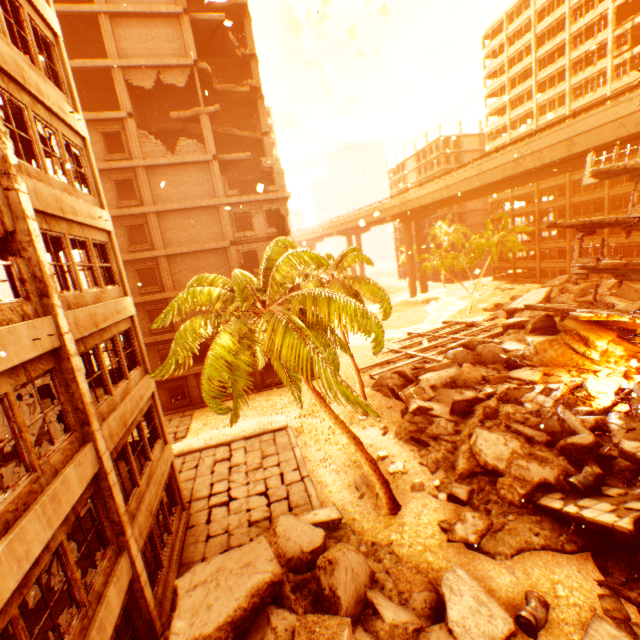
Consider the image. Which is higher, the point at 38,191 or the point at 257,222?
the point at 257,222

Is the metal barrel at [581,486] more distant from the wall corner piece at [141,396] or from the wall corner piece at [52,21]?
the wall corner piece at [52,21]

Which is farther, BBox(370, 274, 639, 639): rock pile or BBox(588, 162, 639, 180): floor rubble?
BBox(588, 162, 639, 180): floor rubble

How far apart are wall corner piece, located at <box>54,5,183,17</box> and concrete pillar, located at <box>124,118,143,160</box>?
6.1m

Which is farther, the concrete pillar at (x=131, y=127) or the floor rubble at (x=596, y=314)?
the concrete pillar at (x=131, y=127)

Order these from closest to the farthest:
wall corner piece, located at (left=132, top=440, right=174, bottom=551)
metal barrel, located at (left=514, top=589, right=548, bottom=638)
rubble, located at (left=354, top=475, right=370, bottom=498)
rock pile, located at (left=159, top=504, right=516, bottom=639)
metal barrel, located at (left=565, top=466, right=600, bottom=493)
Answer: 1. rock pile, located at (left=159, top=504, right=516, bottom=639)
2. metal barrel, located at (left=514, top=589, right=548, bottom=638)
3. wall corner piece, located at (left=132, top=440, right=174, bottom=551)
4. metal barrel, located at (left=565, top=466, right=600, bottom=493)
5. rubble, located at (left=354, top=475, right=370, bottom=498)

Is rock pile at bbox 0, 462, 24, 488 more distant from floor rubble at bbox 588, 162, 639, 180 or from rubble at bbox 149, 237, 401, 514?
floor rubble at bbox 588, 162, 639, 180

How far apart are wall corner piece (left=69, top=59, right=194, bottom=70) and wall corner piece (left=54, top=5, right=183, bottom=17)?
2.5m
